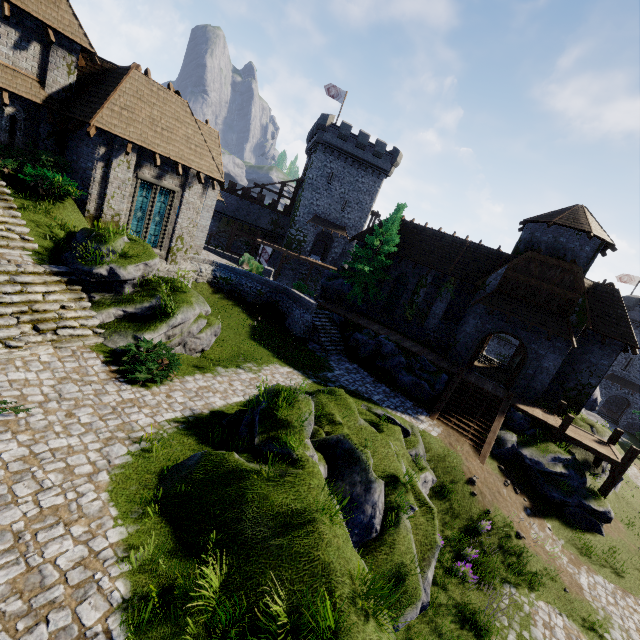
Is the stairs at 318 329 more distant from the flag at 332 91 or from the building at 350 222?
the flag at 332 91

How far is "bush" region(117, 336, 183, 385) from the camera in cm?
1052

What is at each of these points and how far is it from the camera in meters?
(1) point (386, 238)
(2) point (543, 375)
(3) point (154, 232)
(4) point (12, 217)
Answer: (1) tree, 25.8
(2) building, 20.7
(3) window glass, 18.0
(4) stairs, 11.9

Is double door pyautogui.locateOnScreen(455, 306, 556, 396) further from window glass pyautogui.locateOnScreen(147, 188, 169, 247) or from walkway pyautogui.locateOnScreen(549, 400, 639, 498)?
window glass pyautogui.locateOnScreen(147, 188, 169, 247)

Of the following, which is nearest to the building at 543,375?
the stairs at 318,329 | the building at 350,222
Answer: the stairs at 318,329

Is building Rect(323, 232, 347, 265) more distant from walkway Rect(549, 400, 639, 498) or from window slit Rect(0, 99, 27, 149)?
walkway Rect(549, 400, 639, 498)

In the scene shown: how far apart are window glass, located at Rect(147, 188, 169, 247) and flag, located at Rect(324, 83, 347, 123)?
31.5 meters

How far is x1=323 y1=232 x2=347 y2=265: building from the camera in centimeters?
4494cm
